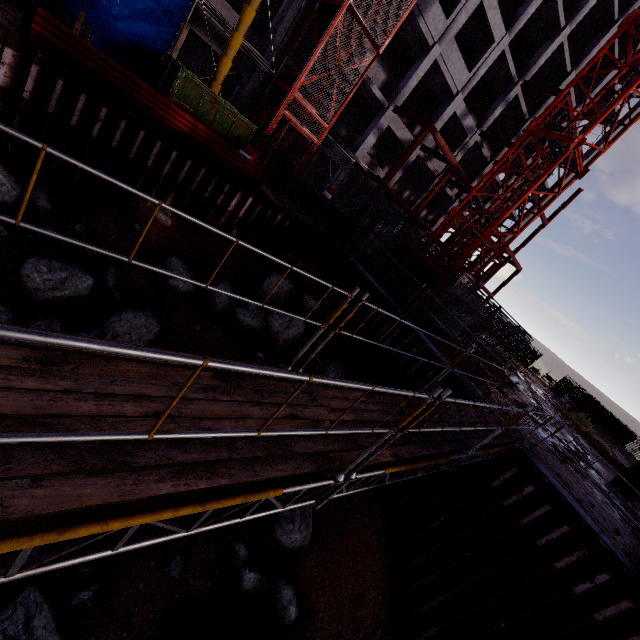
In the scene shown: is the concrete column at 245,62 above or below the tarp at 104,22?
above

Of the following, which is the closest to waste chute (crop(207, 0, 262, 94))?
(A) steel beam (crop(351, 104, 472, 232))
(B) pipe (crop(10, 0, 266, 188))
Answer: (B) pipe (crop(10, 0, 266, 188))

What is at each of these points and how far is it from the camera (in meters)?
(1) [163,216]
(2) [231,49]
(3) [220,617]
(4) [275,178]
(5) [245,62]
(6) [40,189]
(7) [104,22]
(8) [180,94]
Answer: (1) compgrassrocksplants, 11.16
(2) waste chute, 13.05
(3) pipe, 6.89
(4) construction elevator, 17.09
(5) concrete column, 16.03
(6) compgrassrocksplants, 9.05
(7) tarp, 11.79
(8) dumpster, 11.94

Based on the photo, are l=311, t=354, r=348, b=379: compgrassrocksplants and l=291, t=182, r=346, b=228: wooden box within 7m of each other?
no

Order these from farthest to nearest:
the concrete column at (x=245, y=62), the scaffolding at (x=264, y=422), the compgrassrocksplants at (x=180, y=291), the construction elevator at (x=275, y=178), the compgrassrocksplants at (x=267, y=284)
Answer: the concrete column at (x=245, y=62)
the construction elevator at (x=275, y=178)
the compgrassrocksplants at (x=267, y=284)
the compgrassrocksplants at (x=180, y=291)
the scaffolding at (x=264, y=422)

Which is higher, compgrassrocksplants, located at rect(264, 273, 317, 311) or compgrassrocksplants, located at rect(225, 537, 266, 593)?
compgrassrocksplants, located at rect(264, 273, 317, 311)

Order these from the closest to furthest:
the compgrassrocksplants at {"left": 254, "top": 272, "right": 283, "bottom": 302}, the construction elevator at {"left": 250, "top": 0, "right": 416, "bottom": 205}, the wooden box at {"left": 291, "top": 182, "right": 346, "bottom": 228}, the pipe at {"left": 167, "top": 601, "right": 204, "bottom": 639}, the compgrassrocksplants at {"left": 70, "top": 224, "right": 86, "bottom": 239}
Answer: the pipe at {"left": 167, "top": 601, "right": 204, "bottom": 639}, the compgrassrocksplants at {"left": 70, "top": 224, "right": 86, "bottom": 239}, the compgrassrocksplants at {"left": 254, "top": 272, "right": 283, "bottom": 302}, the construction elevator at {"left": 250, "top": 0, "right": 416, "bottom": 205}, the wooden box at {"left": 291, "top": 182, "right": 346, "bottom": 228}

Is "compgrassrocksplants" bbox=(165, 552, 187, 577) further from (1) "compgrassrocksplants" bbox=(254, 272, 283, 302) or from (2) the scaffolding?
(1) "compgrassrocksplants" bbox=(254, 272, 283, 302)
